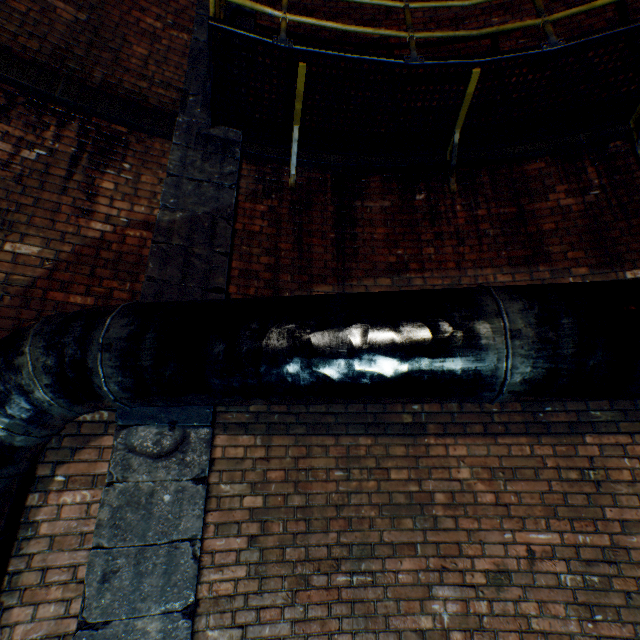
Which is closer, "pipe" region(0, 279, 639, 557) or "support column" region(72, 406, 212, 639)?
"pipe" region(0, 279, 639, 557)

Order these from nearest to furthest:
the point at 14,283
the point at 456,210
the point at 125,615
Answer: the point at 125,615 < the point at 14,283 < the point at 456,210

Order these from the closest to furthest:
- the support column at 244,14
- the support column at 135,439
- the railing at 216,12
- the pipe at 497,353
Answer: the pipe at 497,353 < the support column at 135,439 < the railing at 216,12 < the support column at 244,14

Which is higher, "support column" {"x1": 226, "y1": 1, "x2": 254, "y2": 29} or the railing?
"support column" {"x1": 226, "y1": 1, "x2": 254, "y2": 29}

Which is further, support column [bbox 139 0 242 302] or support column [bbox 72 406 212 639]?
support column [bbox 139 0 242 302]

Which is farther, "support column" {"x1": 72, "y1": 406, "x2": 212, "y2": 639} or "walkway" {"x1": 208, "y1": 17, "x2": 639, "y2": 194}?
"walkway" {"x1": 208, "y1": 17, "x2": 639, "y2": 194}

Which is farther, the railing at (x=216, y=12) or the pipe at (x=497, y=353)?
the railing at (x=216, y=12)

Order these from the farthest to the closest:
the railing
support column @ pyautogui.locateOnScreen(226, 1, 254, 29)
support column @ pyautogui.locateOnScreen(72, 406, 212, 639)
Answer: support column @ pyautogui.locateOnScreen(226, 1, 254, 29)
the railing
support column @ pyautogui.locateOnScreen(72, 406, 212, 639)
